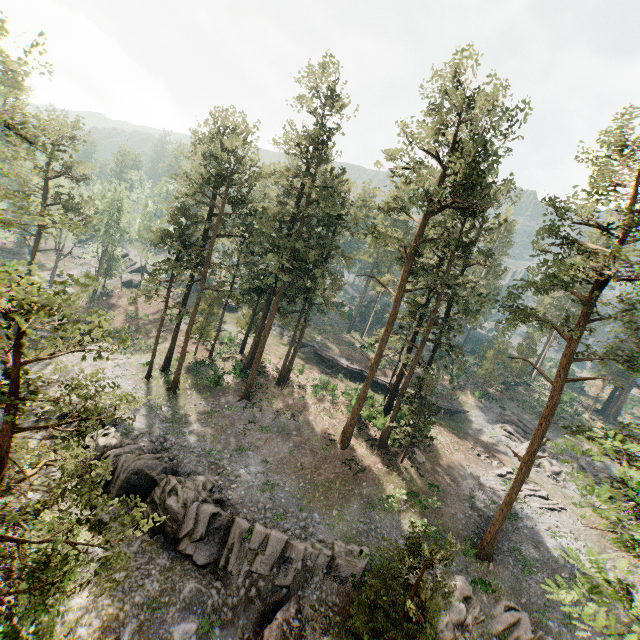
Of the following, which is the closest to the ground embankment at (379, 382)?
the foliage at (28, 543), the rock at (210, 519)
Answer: the foliage at (28, 543)

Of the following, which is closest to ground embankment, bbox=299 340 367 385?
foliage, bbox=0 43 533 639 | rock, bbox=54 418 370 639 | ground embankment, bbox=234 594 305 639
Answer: foliage, bbox=0 43 533 639

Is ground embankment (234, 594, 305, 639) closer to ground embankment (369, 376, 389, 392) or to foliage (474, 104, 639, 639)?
foliage (474, 104, 639, 639)

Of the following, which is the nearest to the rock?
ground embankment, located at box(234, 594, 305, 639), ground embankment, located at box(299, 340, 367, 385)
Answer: ground embankment, located at box(234, 594, 305, 639)

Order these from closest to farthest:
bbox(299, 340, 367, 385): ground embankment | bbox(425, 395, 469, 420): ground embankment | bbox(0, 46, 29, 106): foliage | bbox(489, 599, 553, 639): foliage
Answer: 1. bbox(0, 46, 29, 106): foliage
2. bbox(489, 599, 553, 639): foliage
3. bbox(425, 395, 469, 420): ground embankment
4. bbox(299, 340, 367, 385): ground embankment

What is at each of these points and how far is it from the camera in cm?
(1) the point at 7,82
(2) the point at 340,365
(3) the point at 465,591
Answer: (1) foliage, 1672
(2) ground embankment, 4669
(3) foliage, 2159
